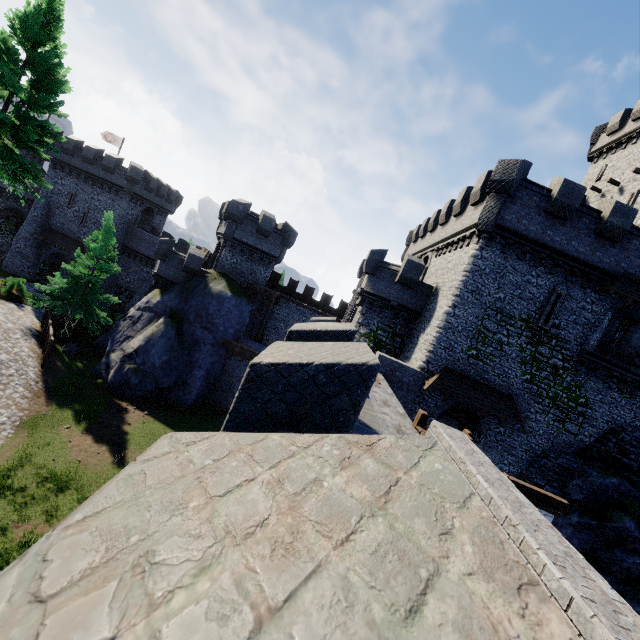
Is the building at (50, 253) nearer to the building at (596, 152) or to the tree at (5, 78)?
the tree at (5, 78)

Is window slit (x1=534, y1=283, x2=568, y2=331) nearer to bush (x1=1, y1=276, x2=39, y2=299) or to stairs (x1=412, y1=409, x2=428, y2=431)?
stairs (x1=412, y1=409, x2=428, y2=431)

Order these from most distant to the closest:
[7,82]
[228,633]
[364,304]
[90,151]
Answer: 1. [90,151]
2. [364,304]
3. [7,82]
4. [228,633]

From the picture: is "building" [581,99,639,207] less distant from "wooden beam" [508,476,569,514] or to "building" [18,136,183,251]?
"wooden beam" [508,476,569,514]

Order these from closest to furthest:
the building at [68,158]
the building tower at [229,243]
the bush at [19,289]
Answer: the bush at [19,289], the building tower at [229,243], the building at [68,158]

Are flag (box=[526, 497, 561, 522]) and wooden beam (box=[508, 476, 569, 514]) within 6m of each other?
yes

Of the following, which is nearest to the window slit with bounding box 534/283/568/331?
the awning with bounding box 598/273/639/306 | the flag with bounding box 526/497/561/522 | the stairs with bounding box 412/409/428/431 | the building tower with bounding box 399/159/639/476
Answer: the building tower with bounding box 399/159/639/476

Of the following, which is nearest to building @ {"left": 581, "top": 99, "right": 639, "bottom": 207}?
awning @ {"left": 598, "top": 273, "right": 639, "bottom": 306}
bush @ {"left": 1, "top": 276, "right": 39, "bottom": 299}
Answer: awning @ {"left": 598, "top": 273, "right": 639, "bottom": 306}
